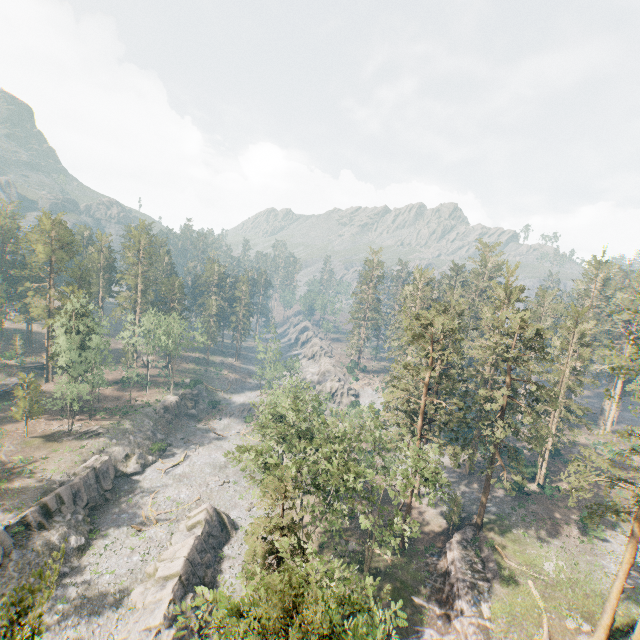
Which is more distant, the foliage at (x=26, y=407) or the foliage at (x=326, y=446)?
the foliage at (x=26, y=407)

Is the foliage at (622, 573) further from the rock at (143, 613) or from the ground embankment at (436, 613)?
the rock at (143, 613)

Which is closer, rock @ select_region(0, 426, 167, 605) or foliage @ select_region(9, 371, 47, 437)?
rock @ select_region(0, 426, 167, 605)

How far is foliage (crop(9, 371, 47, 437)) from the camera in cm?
4841

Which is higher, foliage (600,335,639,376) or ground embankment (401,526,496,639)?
foliage (600,335,639,376)

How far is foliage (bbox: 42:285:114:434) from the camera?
51.4m

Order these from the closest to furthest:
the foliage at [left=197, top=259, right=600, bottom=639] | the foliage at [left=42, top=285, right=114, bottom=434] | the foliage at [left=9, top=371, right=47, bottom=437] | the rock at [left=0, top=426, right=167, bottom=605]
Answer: the foliage at [left=197, top=259, right=600, bottom=639] < the rock at [left=0, top=426, right=167, bottom=605] < the foliage at [left=9, top=371, right=47, bottom=437] < the foliage at [left=42, top=285, right=114, bottom=434]

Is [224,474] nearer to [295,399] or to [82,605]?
[295,399]
